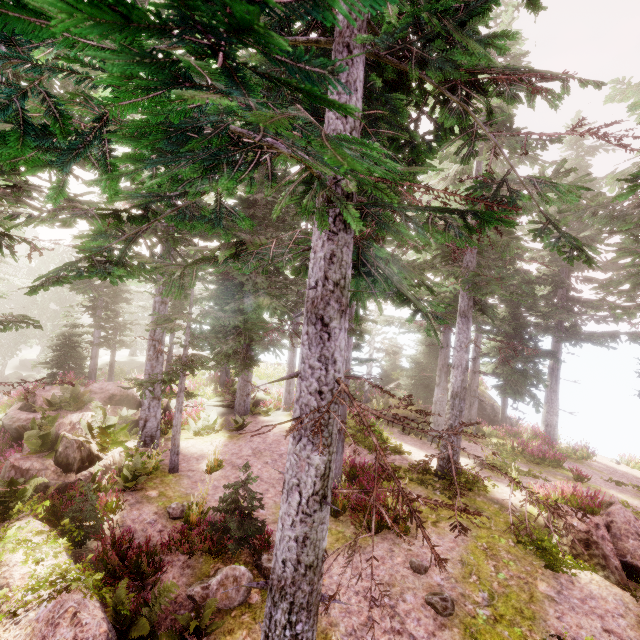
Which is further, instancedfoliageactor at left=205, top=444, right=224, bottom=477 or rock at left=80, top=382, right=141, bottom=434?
rock at left=80, top=382, right=141, bottom=434

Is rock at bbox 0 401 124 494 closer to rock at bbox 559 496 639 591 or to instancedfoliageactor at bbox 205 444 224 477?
instancedfoliageactor at bbox 205 444 224 477

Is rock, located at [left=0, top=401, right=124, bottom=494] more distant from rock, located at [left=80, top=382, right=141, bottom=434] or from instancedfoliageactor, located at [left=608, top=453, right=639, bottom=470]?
rock, located at [left=80, top=382, right=141, bottom=434]

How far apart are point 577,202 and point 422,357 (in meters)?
20.16

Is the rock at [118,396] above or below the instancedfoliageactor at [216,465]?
above

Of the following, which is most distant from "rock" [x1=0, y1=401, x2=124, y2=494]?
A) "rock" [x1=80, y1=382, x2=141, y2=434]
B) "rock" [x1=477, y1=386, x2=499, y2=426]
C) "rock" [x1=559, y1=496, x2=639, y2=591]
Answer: "rock" [x1=477, y1=386, x2=499, y2=426]

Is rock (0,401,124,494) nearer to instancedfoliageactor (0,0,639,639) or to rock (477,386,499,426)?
instancedfoliageactor (0,0,639,639)

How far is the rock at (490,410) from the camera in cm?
2412
